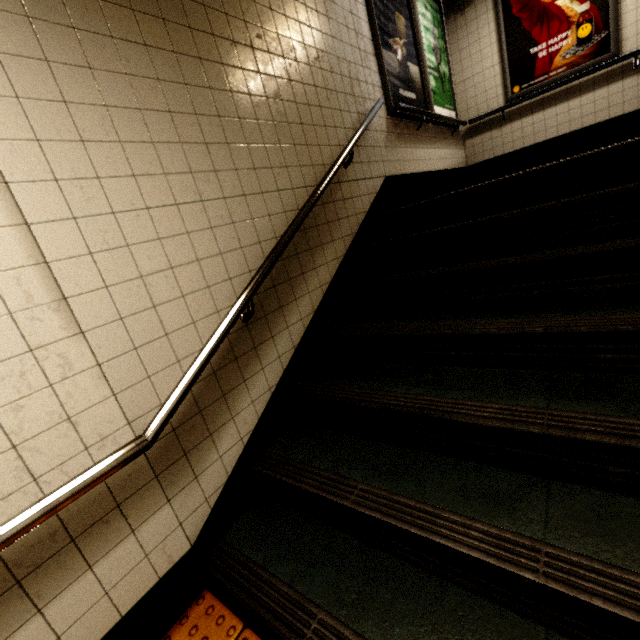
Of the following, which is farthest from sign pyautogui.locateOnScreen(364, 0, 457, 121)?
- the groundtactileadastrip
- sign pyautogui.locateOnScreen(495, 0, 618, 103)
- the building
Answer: the groundtactileadastrip

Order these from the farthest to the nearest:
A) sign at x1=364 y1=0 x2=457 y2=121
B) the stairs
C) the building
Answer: the building → sign at x1=364 y1=0 x2=457 y2=121 → the stairs

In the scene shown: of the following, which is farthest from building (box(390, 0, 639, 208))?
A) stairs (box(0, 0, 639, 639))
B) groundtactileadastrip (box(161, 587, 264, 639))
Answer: groundtactileadastrip (box(161, 587, 264, 639))

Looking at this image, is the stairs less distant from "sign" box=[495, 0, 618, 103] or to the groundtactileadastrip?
the groundtactileadastrip

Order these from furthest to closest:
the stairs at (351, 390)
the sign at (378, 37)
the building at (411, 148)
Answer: the building at (411, 148), the sign at (378, 37), the stairs at (351, 390)

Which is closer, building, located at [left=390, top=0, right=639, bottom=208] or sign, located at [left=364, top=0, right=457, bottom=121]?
sign, located at [left=364, top=0, right=457, bottom=121]

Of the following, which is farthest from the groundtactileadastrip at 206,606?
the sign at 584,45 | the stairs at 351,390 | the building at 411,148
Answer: the sign at 584,45

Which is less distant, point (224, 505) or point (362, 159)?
point (224, 505)
